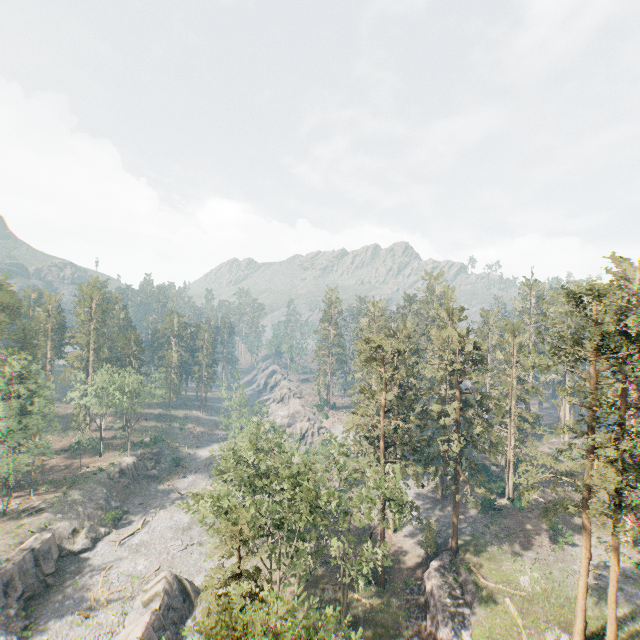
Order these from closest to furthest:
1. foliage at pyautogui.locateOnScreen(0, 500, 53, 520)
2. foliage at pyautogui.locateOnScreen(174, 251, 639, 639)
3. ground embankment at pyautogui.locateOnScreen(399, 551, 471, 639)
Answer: foliage at pyautogui.locateOnScreen(174, 251, 639, 639) < ground embankment at pyautogui.locateOnScreen(399, 551, 471, 639) < foliage at pyautogui.locateOnScreen(0, 500, 53, 520)

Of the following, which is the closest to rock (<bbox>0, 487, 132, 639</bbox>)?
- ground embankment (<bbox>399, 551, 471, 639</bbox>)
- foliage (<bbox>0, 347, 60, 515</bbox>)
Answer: foliage (<bbox>0, 347, 60, 515</bbox>)

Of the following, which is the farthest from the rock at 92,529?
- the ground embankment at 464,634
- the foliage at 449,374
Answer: the ground embankment at 464,634

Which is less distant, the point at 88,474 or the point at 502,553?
the point at 502,553

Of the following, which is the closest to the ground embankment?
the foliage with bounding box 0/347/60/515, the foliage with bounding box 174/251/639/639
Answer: the foliage with bounding box 174/251/639/639

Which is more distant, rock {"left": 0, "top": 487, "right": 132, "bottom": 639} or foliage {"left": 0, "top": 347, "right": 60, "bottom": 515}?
foliage {"left": 0, "top": 347, "right": 60, "bottom": 515}

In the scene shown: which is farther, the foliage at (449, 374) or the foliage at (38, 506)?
the foliage at (38, 506)

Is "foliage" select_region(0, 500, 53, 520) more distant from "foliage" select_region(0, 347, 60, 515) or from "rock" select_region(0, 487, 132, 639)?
"foliage" select_region(0, 347, 60, 515)
